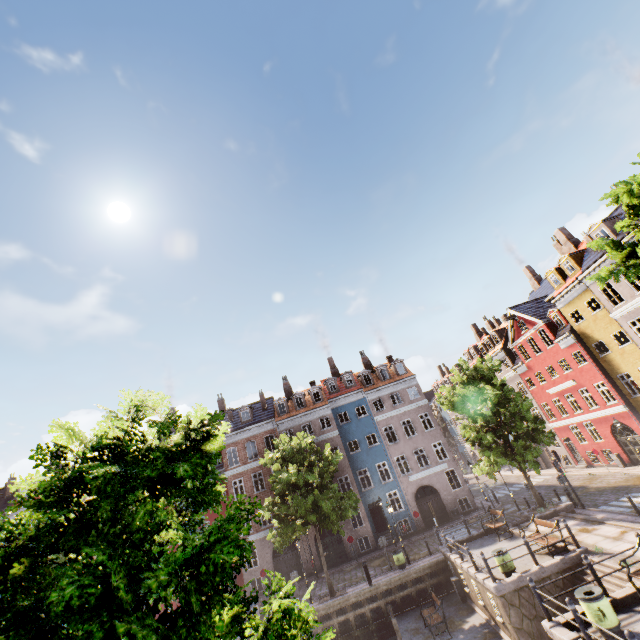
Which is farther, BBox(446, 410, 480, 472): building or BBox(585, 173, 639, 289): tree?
BBox(446, 410, 480, 472): building

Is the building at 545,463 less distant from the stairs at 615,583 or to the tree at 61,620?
the tree at 61,620

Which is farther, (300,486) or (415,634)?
(300,486)

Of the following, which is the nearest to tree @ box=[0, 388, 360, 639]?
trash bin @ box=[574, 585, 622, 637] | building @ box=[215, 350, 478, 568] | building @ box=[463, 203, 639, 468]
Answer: building @ box=[463, 203, 639, 468]

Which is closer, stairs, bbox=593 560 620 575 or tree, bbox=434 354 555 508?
stairs, bbox=593 560 620 575

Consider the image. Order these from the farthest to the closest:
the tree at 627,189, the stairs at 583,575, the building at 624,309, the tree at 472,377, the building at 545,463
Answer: the building at 545,463, the building at 624,309, the tree at 472,377, the stairs at 583,575, the tree at 627,189

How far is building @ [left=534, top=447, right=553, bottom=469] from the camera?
35.8 meters

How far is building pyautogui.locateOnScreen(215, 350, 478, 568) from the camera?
29.8m
